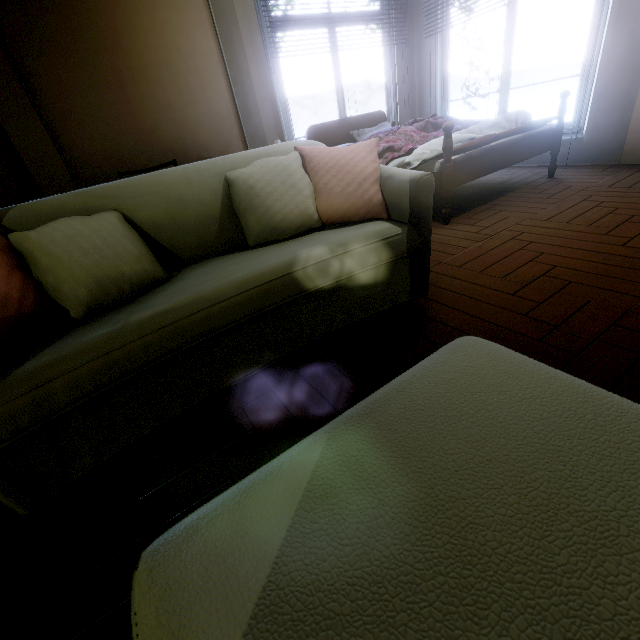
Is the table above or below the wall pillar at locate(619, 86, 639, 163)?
above

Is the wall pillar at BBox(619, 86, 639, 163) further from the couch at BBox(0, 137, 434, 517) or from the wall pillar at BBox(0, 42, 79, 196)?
the wall pillar at BBox(0, 42, 79, 196)

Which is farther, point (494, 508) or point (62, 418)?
point (62, 418)

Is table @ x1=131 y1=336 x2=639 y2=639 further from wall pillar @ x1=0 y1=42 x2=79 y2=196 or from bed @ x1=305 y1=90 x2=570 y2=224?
wall pillar @ x1=0 y1=42 x2=79 y2=196

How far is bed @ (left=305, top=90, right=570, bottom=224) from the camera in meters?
2.6 m

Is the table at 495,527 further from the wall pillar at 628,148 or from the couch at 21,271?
the wall pillar at 628,148

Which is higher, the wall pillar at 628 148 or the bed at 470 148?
the bed at 470 148

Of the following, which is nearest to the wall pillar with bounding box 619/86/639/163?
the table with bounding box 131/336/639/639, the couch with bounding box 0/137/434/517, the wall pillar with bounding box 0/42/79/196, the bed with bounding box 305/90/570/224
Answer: the bed with bounding box 305/90/570/224
